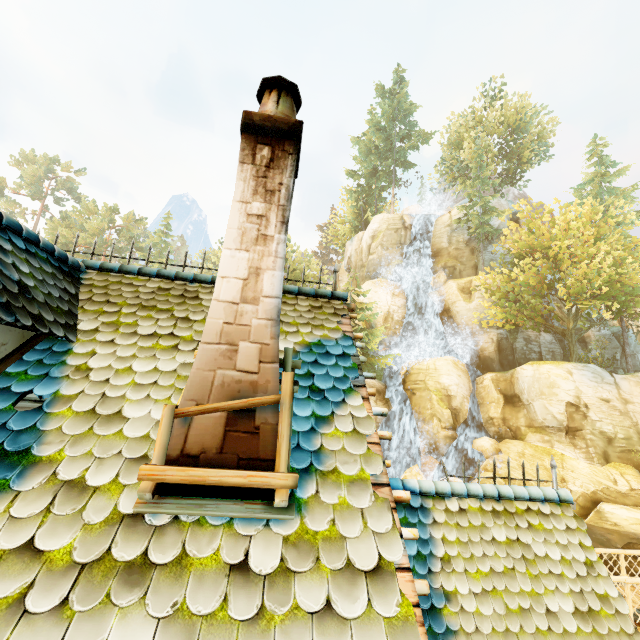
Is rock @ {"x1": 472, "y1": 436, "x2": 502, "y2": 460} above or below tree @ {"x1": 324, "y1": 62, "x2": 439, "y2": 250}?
below

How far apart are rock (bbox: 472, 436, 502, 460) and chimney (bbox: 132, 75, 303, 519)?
25.6m

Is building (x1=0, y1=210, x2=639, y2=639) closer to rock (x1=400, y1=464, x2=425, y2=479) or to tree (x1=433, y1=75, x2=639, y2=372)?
tree (x1=433, y1=75, x2=639, y2=372)

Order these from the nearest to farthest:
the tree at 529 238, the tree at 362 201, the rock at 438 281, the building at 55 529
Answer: the building at 55 529
the tree at 529 238
the rock at 438 281
the tree at 362 201

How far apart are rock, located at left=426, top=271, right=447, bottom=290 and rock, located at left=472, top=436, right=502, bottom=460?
15.2m

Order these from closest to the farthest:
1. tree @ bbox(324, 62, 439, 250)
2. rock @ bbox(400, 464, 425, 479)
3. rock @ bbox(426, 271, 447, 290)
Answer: rock @ bbox(400, 464, 425, 479), rock @ bbox(426, 271, 447, 290), tree @ bbox(324, 62, 439, 250)

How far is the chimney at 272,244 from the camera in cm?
198

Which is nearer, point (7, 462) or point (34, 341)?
point (7, 462)
